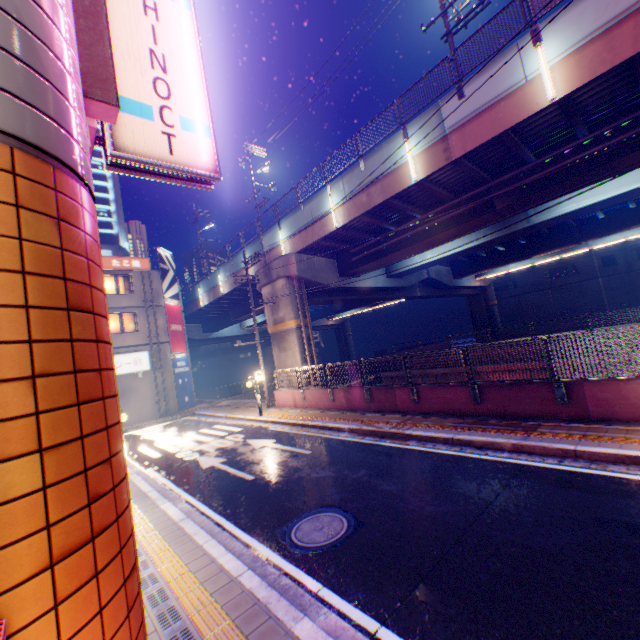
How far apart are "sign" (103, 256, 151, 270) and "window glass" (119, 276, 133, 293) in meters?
0.6

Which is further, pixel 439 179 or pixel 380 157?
pixel 380 157

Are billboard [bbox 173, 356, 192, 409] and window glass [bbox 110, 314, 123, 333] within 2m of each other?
no

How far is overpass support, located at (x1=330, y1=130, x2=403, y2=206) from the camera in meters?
14.4

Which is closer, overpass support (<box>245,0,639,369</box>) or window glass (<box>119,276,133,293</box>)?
overpass support (<box>245,0,639,369</box>)

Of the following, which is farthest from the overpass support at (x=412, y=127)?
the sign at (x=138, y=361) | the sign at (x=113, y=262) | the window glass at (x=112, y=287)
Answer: the sign at (x=138, y=361)

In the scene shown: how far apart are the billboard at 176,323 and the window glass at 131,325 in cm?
211

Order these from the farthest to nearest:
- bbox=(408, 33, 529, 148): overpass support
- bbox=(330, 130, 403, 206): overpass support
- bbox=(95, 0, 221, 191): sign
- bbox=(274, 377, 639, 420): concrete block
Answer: bbox=(330, 130, 403, 206): overpass support
bbox=(408, 33, 529, 148): overpass support
bbox=(274, 377, 639, 420): concrete block
bbox=(95, 0, 221, 191): sign
